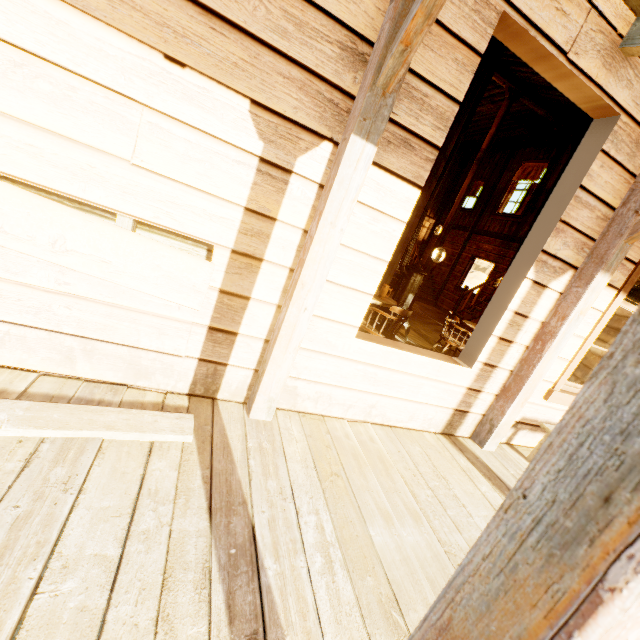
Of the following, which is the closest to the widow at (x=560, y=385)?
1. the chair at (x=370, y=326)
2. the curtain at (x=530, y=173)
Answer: the chair at (x=370, y=326)

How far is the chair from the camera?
3.9m

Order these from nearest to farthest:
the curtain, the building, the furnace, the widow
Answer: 1. the building
2. the widow
3. the furnace
4. the curtain

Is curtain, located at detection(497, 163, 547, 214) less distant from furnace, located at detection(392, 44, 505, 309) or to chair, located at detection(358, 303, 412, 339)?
furnace, located at detection(392, 44, 505, 309)

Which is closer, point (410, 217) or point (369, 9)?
point (369, 9)

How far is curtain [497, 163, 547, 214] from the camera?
9.9 meters

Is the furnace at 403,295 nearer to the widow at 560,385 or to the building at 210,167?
the building at 210,167

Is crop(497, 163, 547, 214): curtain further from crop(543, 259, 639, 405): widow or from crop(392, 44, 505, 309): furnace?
crop(543, 259, 639, 405): widow
